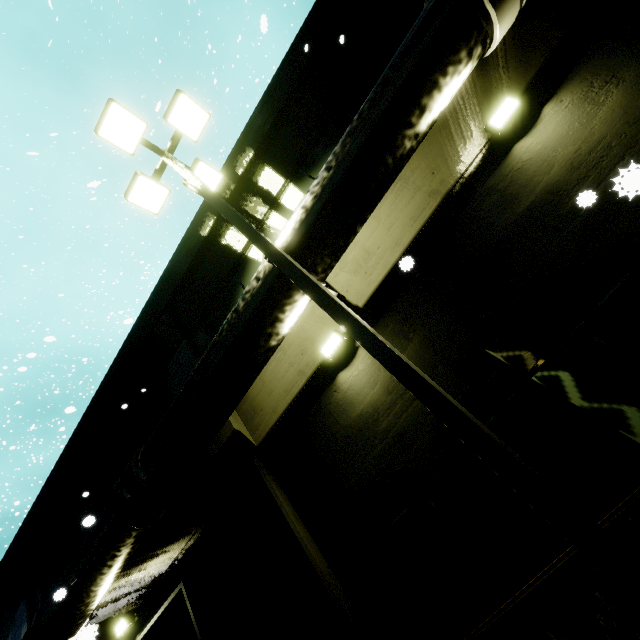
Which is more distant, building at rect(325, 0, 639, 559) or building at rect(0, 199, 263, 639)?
building at rect(0, 199, 263, 639)

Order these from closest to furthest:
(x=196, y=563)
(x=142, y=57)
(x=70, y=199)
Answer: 1. (x=196, y=563)
2. (x=70, y=199)
3. (x=142, y=57)

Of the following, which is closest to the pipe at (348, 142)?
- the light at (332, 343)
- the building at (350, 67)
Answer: the building at (350, 67)

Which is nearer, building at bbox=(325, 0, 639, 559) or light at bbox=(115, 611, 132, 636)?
building at bbox=(325, 0, 639, 559)

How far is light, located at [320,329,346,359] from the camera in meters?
5.7

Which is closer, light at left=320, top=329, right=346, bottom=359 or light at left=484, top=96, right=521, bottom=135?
light at left=484, top=96, right=521, bottom=135

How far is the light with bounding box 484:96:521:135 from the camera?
4.7 meters

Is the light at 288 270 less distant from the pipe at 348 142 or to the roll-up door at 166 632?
the pipe at 348 142
